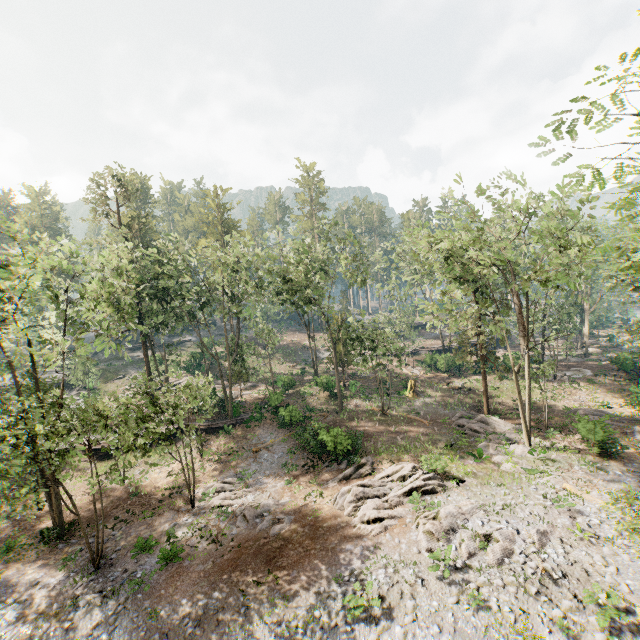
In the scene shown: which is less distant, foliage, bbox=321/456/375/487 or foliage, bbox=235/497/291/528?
foliage, bbox=235/497/291/528

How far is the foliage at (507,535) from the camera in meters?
14.3

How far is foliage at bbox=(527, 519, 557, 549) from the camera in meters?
14.8

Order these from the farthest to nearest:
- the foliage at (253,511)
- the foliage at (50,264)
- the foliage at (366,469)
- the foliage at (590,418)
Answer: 1. the foliage at (366,469)
2. the foliage at (590,418)
3. the foliage at (253,511)
4. the foliage at (50,264)

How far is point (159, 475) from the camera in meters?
25.9 m

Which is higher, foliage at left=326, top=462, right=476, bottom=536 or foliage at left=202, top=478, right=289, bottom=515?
foliage at left=326, top=462, right=476, bottom=536

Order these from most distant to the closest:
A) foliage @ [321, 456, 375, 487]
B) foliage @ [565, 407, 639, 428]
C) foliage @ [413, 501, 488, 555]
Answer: foliage @ [321, 456, 375, 487]
foliage @ [565, 407, 639, 428]
foliage @ [413, 501, 488, 555]
